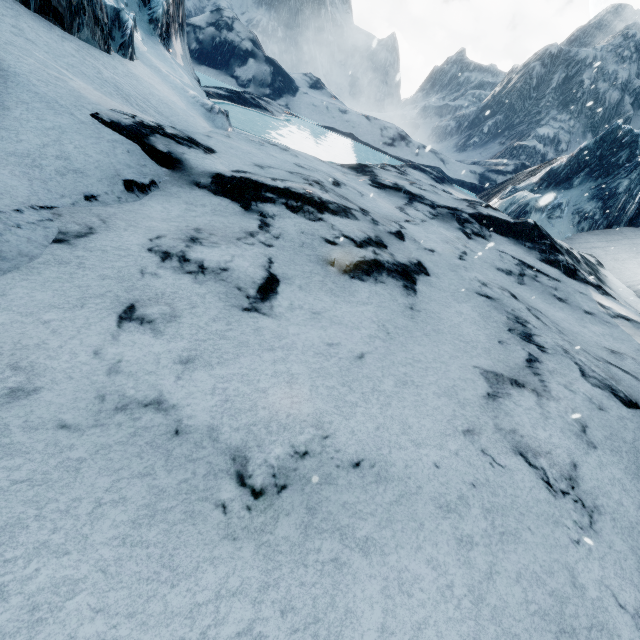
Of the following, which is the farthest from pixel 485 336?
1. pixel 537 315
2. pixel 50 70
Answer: pixel 50 70
